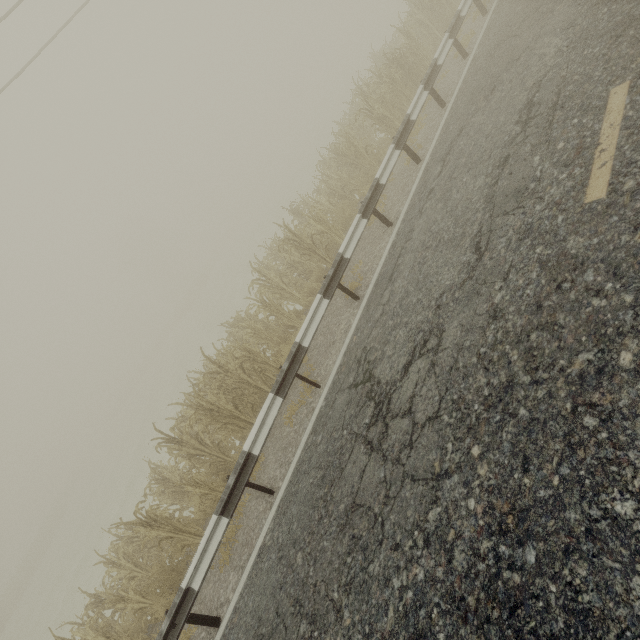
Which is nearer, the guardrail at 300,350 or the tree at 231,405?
the guardrail at 300,350

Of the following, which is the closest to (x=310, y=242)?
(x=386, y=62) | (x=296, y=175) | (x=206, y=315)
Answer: (x=386, y=62)

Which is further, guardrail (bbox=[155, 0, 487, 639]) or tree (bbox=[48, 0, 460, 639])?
tree (bbox=[48, 0, 460, 639])
